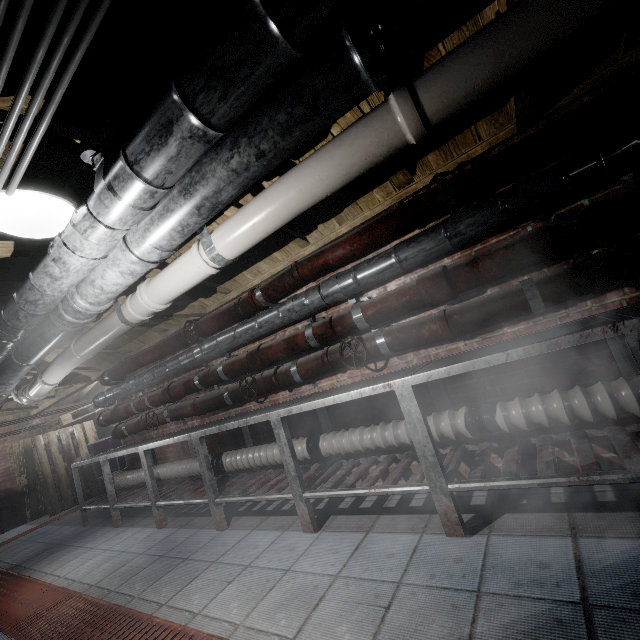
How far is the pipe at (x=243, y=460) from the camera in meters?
2.9

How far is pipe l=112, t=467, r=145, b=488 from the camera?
4.08m

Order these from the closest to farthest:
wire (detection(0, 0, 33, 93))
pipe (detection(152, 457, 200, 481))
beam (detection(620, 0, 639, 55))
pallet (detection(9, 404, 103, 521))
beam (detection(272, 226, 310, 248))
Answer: wire (detection(0, 0, 33, 93)) < beam (detection(620, 0, 639, 55)) < beam (detection(272, 226, 310, 248)) < pipe (detection(152, 457, 200, 481)) < pallet (detection(9, 404, 103, 521))

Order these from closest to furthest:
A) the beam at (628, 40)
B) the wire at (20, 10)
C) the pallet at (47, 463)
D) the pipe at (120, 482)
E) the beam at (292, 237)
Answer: the wire at (20, 10) < the beam at (628, 40) < the beam at (292, 237) < the pipe at (120, 482) < the pallet at (47, 463)

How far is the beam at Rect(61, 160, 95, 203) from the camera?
1.6 meters

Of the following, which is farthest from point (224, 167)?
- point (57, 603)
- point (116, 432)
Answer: point (116, 432)

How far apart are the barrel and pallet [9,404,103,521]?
0.01m

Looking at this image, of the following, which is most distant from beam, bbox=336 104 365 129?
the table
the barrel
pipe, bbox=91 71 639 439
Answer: the barrel
